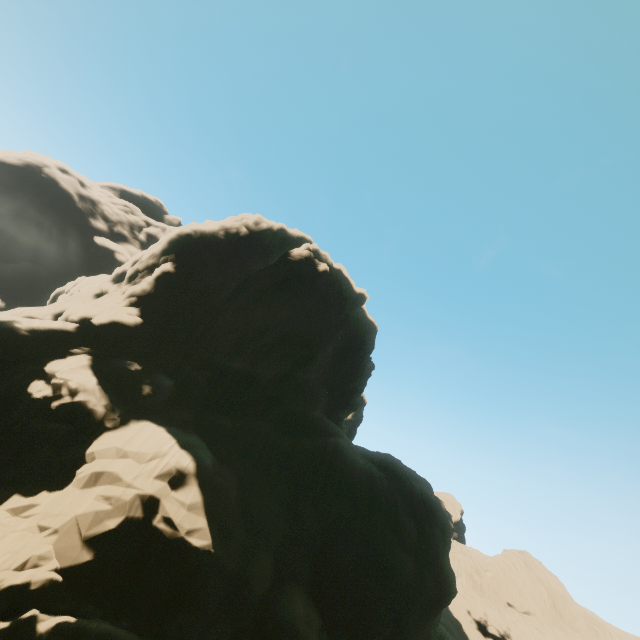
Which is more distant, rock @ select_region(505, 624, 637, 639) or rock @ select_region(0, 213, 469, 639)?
rock @ select_region(505, 624, 637, 639)

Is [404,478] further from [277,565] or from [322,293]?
[322,293]

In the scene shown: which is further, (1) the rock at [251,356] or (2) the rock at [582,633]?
(2) the rock at [582,633]
